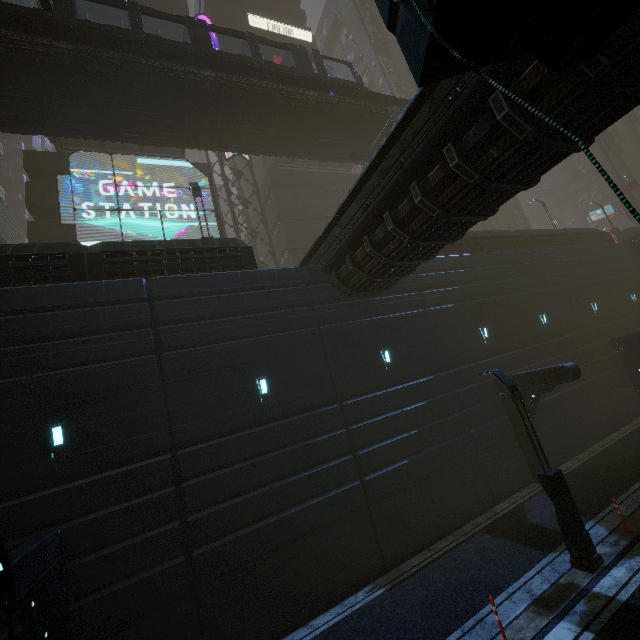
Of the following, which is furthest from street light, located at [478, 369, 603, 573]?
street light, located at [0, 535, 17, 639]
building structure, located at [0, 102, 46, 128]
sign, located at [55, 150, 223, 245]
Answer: building structure, located at [0, 102, 46, 128]

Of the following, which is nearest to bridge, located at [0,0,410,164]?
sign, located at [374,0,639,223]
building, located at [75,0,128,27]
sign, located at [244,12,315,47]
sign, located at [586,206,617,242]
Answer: building, located at [75,0,128,27]

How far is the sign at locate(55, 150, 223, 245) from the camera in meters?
21.2

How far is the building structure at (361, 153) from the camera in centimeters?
2352cm

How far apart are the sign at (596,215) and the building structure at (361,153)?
50.0 meters

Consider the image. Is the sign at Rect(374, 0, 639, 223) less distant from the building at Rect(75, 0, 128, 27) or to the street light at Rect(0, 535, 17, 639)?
the building at Rect(75, 0, 128, 27)

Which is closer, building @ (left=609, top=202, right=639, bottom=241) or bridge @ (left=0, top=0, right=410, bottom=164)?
bridge @ (left=0, top=0, right=410, bottom=164)

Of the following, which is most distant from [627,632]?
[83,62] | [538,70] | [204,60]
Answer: [83,62]
